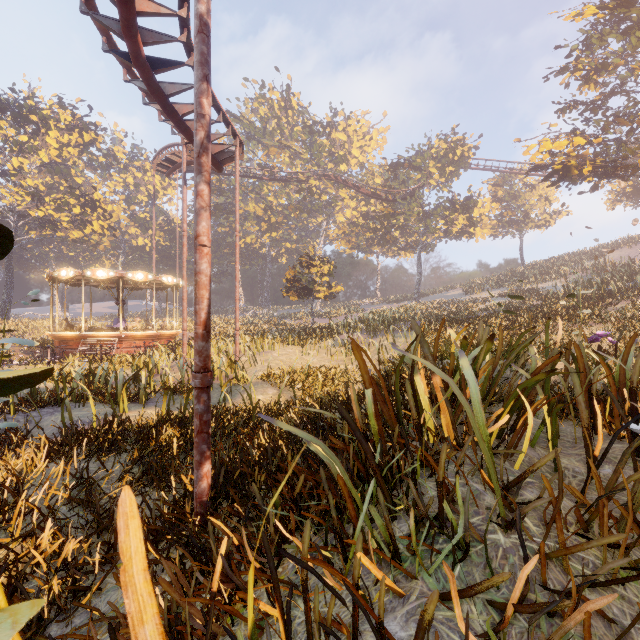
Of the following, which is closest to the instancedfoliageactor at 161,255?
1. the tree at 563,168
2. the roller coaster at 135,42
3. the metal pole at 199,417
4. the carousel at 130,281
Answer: the carousel at 130,281

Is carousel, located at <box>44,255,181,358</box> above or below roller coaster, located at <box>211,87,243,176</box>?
below

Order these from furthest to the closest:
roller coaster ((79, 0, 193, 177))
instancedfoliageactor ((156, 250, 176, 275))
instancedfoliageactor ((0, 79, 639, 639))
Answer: instancedfoliageactor ((156, 250, 176, 275)) → roller coaster ((79, 0, 193, 177)) → instancedfoliageactor ((0, 79, 639, 639))

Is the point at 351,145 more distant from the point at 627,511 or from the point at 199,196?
the point at 627,511

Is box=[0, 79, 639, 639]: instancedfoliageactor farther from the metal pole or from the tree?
the metal pole

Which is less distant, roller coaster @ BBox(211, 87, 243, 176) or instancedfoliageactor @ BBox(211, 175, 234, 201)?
roller coaster @ BBox(211, 87, 243, 176)

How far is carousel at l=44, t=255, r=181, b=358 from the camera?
18.6 meters

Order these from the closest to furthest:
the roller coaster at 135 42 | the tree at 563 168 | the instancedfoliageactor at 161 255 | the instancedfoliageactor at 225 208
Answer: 1. the roller coaster at 135 42
2. the tree at 563 168
3. the instancedfoliageactor at 225 208
4. the instancedfoliageactor at 161 255
